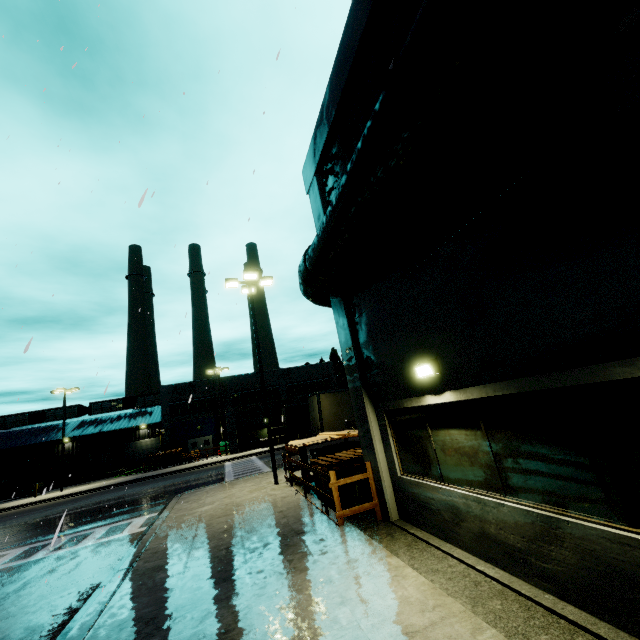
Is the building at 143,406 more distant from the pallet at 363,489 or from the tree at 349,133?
the pallet at 363,489

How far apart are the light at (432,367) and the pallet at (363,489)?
4.9 meters

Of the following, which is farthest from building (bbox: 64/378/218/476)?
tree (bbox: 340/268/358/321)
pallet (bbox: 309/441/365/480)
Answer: pallet (bbox: 309/441/365/480)

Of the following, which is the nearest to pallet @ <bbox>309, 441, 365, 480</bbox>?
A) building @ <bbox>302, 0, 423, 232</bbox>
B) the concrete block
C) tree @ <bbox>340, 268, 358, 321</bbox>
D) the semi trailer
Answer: building @ <bbox>302, 0, 423, 232</bbox>

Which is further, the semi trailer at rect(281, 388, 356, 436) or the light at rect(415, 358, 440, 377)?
the semi trailer at rect(281, 388, 356, 436)

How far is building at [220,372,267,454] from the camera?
36.56m

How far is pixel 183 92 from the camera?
4.23m

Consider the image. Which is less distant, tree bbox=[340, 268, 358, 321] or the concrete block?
tree bbox=[340, 268, 358, 321]
